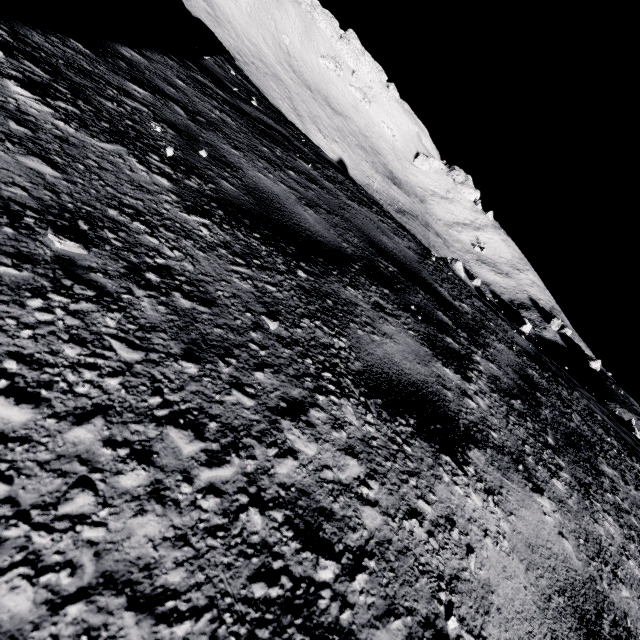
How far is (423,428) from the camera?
1.3m
